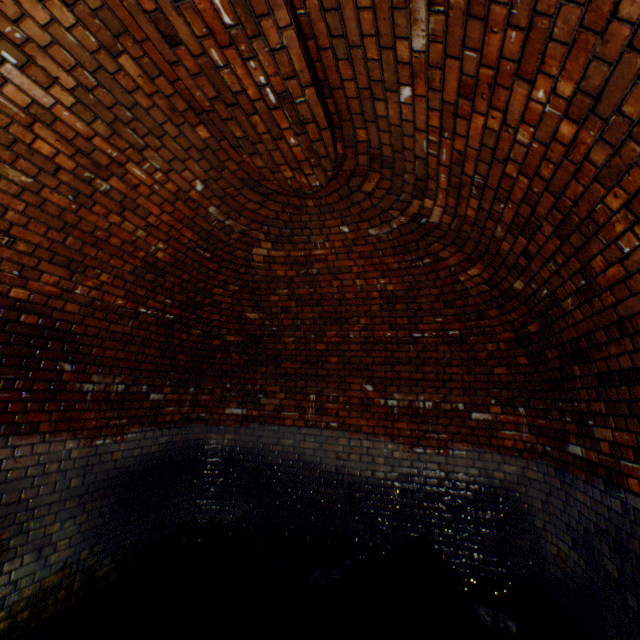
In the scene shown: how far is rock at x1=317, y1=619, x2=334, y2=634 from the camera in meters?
3.5

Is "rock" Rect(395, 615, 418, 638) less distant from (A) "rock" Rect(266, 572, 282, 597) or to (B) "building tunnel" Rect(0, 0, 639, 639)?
(B) "building tunnel" Rect(0, 0, 639, 639)

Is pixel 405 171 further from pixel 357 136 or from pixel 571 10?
pixel 571 10

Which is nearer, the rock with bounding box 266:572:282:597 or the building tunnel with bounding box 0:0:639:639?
the building tunnel with bounding box 0:0:639:639

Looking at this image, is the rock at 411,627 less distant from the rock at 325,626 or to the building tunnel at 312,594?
the building tunnel at 312,594

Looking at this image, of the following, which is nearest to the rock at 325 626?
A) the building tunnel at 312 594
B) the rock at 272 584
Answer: the building tunnel at 312 594

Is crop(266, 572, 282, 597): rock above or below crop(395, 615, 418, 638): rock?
above

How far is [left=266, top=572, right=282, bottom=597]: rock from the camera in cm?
388
